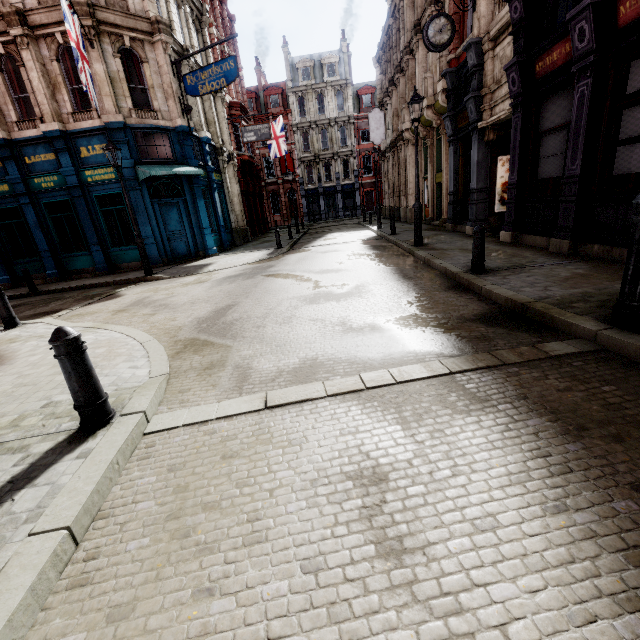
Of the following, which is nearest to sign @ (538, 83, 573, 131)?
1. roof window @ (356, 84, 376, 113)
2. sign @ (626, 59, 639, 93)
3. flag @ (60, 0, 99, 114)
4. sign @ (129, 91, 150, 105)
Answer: sign @ (626, 59, 639, 93)

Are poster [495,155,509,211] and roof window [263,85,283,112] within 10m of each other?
no

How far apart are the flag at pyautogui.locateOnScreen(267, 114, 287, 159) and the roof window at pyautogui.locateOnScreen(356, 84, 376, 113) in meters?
19.1

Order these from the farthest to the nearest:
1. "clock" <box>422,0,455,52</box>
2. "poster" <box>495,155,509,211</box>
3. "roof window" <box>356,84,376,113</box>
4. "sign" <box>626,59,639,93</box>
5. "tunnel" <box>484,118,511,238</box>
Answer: "roof window" <box>356,84,376,113</box> < "poster" <box>495,155,509,211</box> < "tunnel" <box>484,118,511,238</box> < "clock" <box>422,0,455,52</box> < "sign" <box>626,59,639,93</box>

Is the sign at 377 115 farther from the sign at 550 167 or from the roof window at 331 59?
the roof window at 331 59

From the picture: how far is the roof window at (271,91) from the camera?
41.44m

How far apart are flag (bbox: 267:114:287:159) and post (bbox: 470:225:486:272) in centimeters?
2578cm

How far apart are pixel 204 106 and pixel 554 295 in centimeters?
2133cm
